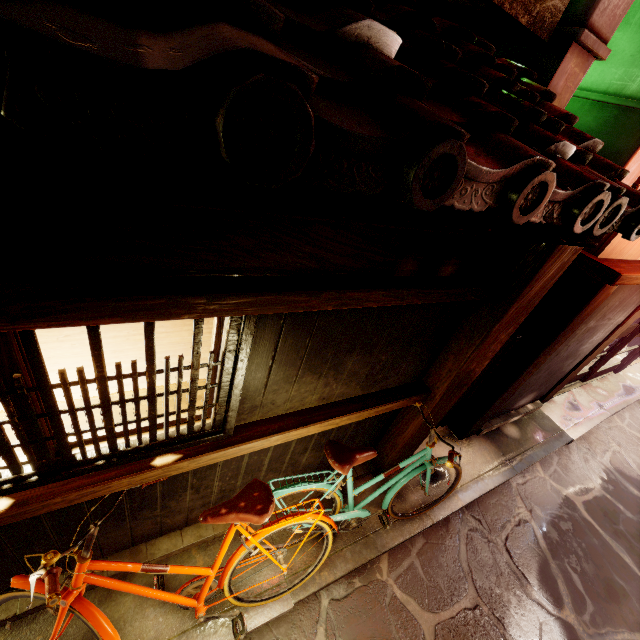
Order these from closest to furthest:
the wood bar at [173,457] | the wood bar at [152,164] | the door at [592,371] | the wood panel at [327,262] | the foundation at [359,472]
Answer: the wood bar at [152,164] < the wood panel at [327,262] < the wood bar at [173,457] < the foundation at [359,472] < the door at [592,371]

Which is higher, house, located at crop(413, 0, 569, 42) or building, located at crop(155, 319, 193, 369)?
house, located at crop(413, 0, 569, 42)

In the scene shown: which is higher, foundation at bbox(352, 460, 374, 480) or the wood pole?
the wood pole

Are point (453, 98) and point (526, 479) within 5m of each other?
no

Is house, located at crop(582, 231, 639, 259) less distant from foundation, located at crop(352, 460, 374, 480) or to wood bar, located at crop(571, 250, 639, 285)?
wood bar, located at crop(571, 250, 639, 285)

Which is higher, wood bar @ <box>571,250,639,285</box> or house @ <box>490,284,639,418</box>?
wood bar @ <box>571,250,639,285</box>

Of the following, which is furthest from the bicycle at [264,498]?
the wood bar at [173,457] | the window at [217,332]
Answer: the window at [217,332]

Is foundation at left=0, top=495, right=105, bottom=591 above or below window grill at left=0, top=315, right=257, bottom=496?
below
